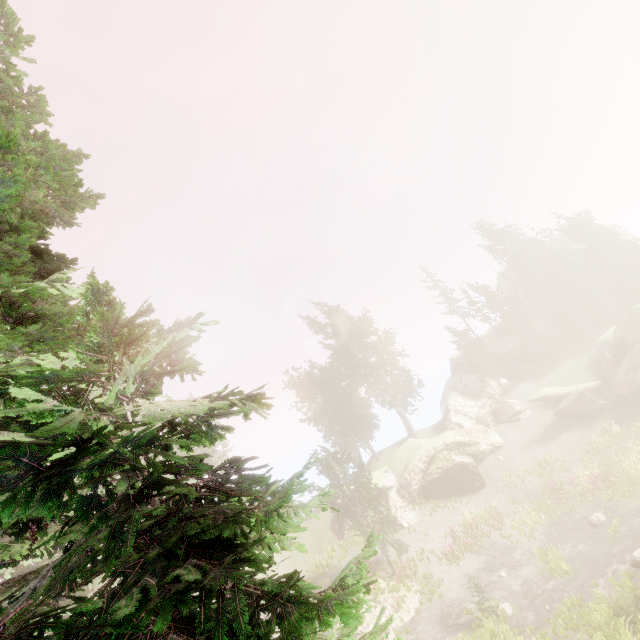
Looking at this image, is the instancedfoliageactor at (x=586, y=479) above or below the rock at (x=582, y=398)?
below

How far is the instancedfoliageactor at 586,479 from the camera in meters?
21.3

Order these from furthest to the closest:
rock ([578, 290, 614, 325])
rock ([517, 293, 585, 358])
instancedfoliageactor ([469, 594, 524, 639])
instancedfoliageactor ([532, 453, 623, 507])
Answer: rock ([578, 290, 614, 325]), rock ([517, 293, 585, 358]), instancedfoliageactor ([532, 453, 623, 507]), instancedfoliageactor ([469, 594, 524, 639])

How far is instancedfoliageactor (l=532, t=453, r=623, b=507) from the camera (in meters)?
21.33

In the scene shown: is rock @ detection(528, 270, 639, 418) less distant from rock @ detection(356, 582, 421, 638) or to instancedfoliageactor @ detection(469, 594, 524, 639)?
instancedfoliageactor @ detection(469, 594, 524, 639)

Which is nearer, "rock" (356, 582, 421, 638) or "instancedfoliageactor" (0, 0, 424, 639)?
"instancedfoliageactor" (0, 0, 424, 639)

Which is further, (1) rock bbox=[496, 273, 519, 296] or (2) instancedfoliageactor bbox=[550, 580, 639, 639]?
(1) rock bbox=[496, 273, 519, 296]

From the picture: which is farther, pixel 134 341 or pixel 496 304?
pixel 496 304
